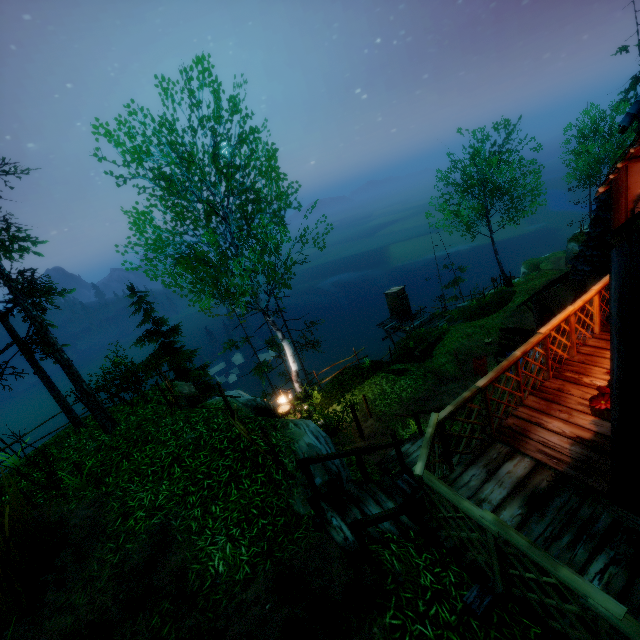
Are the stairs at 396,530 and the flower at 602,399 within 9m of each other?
yes

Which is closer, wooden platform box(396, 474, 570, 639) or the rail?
wooden platform box(396, 474, 570, 639)

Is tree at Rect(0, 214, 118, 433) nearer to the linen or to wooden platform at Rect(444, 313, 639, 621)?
wooden platform at Rect(444, 313, 639, 621)

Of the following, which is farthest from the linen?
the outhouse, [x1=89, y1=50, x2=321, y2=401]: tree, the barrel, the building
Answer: [x1=89, y1=50, x2=321, y2=401]: tree

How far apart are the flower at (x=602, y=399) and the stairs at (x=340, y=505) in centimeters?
310cm

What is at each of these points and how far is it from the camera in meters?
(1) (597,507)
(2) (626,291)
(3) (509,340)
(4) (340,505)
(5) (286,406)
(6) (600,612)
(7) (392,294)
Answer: (1) wooden platform, 3.7
(2) building, 2.6
(3) log, 15.0
(4) stairs, 5.8
(5) barrel, 13.1
(6) fence, 2.2
(7) outhouse, 25.2

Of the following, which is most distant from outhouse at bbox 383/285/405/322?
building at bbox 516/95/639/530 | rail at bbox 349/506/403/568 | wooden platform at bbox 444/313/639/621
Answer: rail at bbox 349/506/403/568

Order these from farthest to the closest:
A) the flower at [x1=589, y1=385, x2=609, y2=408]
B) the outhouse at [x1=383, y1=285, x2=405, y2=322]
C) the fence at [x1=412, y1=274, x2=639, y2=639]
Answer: the outhouse at [x1=383, y1=285, x2=405, y2=322] → the flower at [x1=589, y1=385, x2=609, y2=408] → the fence at [x1=412, y1=274, x2=639, y2=639]
